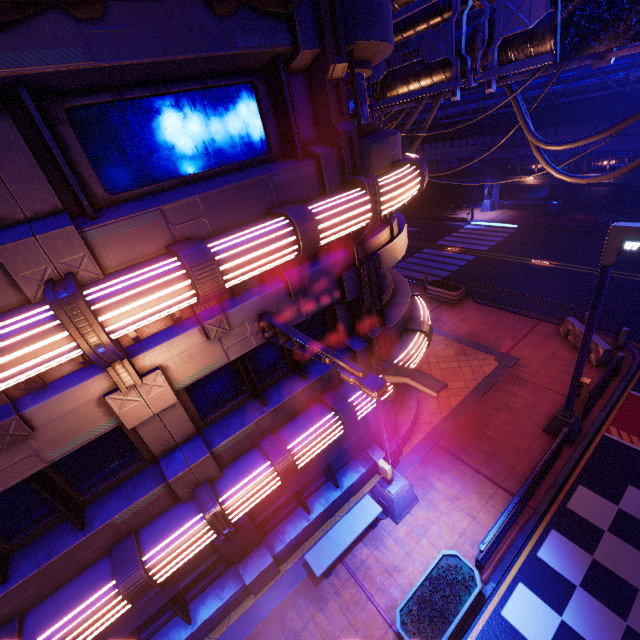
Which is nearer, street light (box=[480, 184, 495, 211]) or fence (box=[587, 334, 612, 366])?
fence (box=[587, 334, 612, 366])

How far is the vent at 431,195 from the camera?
33.66m

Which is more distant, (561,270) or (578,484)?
(561,270)

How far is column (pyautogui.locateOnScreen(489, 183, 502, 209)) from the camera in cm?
3125

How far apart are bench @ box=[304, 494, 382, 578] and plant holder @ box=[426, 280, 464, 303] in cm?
1295

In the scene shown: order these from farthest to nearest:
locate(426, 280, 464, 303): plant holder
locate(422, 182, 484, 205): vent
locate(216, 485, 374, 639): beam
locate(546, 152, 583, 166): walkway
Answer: locate(422, 182, 484, 205): vent → locate(546, 152, 583, 166): walkway → locate(426, 280, 464, 303): plant holder → locate(216, 485, 374, 639): beam

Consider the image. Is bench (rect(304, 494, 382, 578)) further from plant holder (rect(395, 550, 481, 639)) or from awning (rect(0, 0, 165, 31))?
awning (rect(0, 0, 165, 31))

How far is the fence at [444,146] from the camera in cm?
2979
